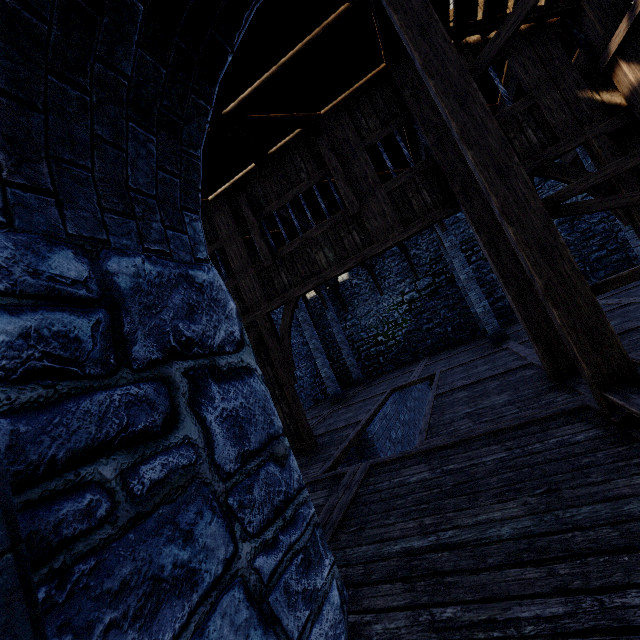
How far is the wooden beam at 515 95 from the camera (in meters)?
6.84

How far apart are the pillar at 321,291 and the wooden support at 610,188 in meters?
11.1

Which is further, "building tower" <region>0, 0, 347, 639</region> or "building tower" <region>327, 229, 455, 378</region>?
"building tower" <region>327, 229, 455, 378</region>

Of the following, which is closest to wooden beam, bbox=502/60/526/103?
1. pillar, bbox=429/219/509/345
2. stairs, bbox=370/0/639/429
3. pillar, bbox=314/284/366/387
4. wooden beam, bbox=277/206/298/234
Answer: stairs, bbox=370/0/639/429

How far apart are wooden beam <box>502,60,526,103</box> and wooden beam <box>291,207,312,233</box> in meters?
5.7

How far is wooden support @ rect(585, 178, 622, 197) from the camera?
4.46m

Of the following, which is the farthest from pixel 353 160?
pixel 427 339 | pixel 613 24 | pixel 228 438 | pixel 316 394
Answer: pixel 316 394

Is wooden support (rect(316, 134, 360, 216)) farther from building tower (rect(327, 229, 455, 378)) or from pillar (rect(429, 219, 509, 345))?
pillar (rect(429, 219, 509, 345))
